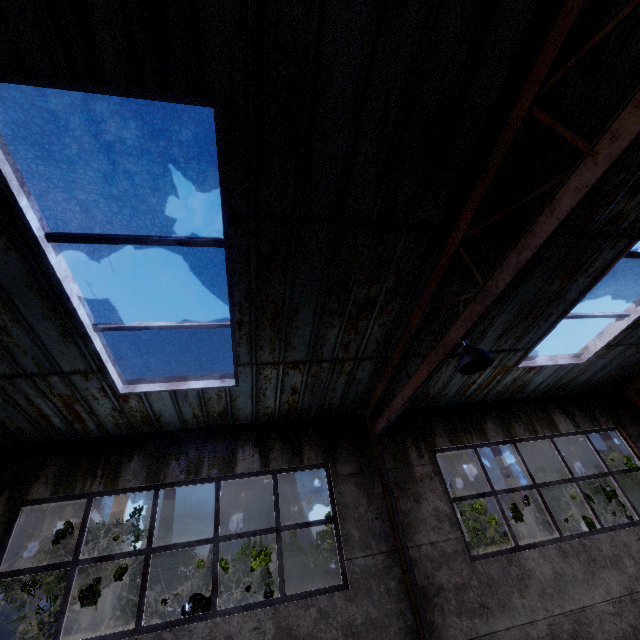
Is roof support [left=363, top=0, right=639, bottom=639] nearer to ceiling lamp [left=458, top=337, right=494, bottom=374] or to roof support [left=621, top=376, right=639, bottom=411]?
ceiling lamp [left=458, top=337, right=494, bottom=374]

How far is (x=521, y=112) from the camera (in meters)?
3.14

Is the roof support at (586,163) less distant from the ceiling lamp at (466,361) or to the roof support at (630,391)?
the ceiling lamp at (466,361)

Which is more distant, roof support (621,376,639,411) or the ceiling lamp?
roof support (621,376,639,411)

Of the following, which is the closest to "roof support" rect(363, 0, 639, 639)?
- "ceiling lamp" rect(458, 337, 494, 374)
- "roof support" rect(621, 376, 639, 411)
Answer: "ceiling lamp" rect(458, 337, 494, 374)

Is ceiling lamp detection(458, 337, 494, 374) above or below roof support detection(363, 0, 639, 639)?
below

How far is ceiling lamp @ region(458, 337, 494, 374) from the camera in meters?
3.8

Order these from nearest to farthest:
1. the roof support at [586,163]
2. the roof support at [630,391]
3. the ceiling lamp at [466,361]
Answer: the roof support at [586,163]
the ceiling lamp at [466,361]
the roof support at [630,391]
